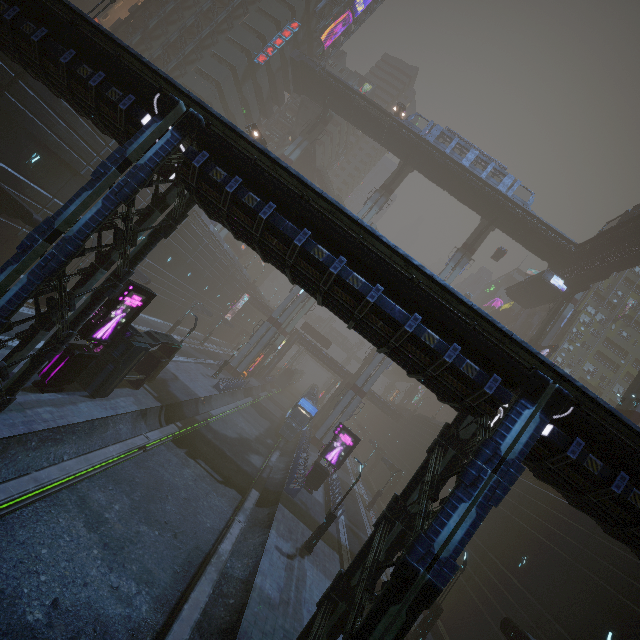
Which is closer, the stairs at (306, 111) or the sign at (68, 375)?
the sign at (68, 375)

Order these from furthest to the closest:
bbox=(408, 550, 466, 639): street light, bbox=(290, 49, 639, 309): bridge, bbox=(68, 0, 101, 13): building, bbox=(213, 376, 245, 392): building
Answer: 1. bbox=(68, 0, 101, 13): building
2. bbox=(290, 49, 639, 309): bridge
3. bbox=(213, 376, 245, 392): building
4. bbox=(408, 550, 466, 639): street light

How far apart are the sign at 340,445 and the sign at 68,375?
18.1 meters

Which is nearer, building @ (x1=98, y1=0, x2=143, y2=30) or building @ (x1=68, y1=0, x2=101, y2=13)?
building @ (x1=98, y1=0, x2=143, y2=30)

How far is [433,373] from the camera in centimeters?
914cm

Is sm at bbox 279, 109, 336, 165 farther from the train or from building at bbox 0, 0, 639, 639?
the train

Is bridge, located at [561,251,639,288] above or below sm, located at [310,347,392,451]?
above

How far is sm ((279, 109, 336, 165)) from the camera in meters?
50.7 m
